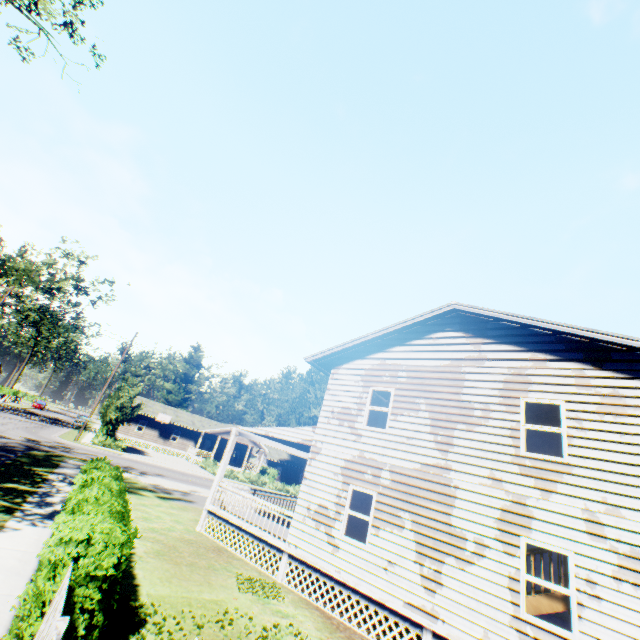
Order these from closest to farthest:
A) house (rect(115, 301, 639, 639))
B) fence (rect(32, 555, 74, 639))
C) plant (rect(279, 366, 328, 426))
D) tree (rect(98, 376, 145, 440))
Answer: fence (rect(32, 555, 74, 639)) < house (rect(115, 301, 639, 639)) < tree (rect(98, 376, 145, 440)) < plant (rect(279, 366, 328, 426))

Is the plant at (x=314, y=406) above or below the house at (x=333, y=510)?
above

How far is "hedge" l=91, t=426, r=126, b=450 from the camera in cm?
3303

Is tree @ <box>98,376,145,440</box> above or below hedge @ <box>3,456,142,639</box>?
above

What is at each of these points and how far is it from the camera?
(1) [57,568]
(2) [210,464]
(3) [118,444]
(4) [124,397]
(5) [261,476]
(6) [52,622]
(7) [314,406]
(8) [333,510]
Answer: (1) hedge, 5.0m
(2) hedge, 42.0m
(3) hedge, 33.8m
(4) tree, 34.3m
(5) hedge, 41.0m
(6) fence, 3.9m
(7) plant, 48.7m
(8) house, 10.9m

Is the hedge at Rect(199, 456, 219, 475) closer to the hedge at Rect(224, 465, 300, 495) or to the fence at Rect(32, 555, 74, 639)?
the hedge at Rect(224, 465, 300, 495)

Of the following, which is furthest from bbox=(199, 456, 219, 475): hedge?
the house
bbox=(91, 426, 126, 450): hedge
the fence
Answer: the house

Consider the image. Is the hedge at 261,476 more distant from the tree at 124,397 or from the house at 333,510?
the house at 333,510
